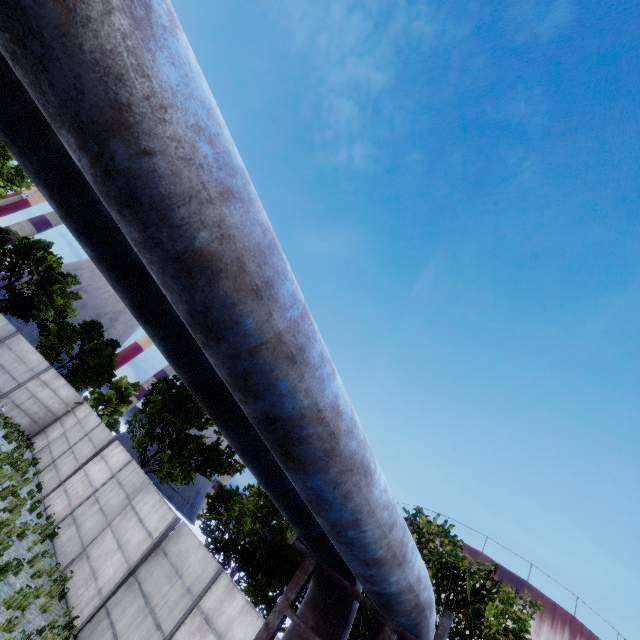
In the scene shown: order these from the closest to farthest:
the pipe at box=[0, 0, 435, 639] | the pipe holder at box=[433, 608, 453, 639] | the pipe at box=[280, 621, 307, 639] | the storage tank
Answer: the pipe at box=[0, 0, 435, 639] < the pipe holder at box=[433, 608, 453, 639] < the pipe at box=[280, 621, 307, 639] < the storage tank

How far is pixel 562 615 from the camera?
51.7m

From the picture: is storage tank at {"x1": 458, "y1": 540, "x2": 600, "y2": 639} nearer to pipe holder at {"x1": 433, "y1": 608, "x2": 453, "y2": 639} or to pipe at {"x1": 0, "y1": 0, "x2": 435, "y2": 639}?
pipe at {"x1": 0, "y1": 0, "x2": 435, "y2": 639}

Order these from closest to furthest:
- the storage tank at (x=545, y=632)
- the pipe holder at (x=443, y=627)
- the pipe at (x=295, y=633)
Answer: the pipe holder at (x=443, y=627), the pipe at (x=295, y=633), the storage tank at (x=545, y=632)

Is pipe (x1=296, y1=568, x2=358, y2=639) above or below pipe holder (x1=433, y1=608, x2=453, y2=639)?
below

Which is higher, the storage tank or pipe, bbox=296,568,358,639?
the storage tank

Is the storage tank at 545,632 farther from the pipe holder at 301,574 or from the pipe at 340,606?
the pipe holder at 301,574
